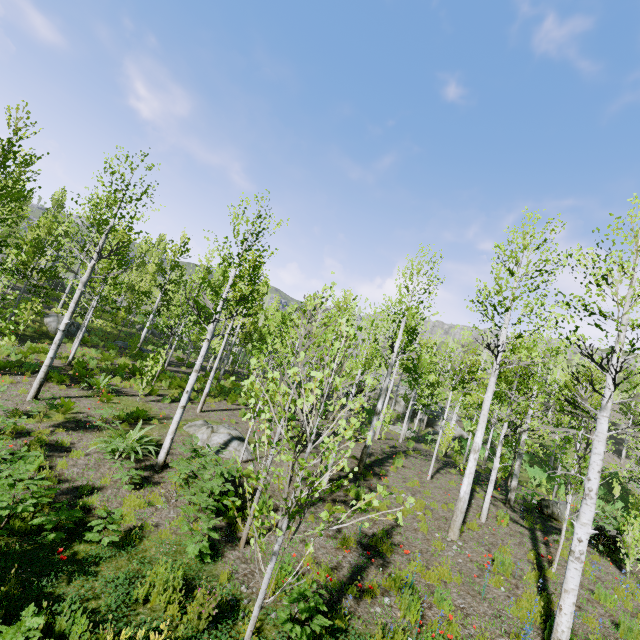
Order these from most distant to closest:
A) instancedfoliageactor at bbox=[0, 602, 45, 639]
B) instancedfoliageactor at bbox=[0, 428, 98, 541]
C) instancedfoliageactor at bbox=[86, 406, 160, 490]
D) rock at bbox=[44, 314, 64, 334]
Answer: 1. rock at bbox=[44, 314, 64, 334]
2. instancedfoliageactor at bbox=[86, 406, 160, 490]
3. instancedfoliageactor at bbox=[0, 428, 98, 541]
4. instancedfoliageactor at bbox=[0, 602, 45, 639]

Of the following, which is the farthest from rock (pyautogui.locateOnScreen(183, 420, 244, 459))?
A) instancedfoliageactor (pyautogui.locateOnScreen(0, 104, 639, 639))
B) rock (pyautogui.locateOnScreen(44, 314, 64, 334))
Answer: rock (pyautogui.locateOnScreen(44, 314, 64, 334))

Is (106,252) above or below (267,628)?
above

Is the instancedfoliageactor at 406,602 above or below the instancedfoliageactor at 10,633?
above

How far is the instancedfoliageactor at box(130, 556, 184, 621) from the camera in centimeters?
483cm

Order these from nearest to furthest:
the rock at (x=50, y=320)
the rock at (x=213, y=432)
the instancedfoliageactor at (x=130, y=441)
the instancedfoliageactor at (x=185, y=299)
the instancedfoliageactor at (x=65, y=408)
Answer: the instancedfoliageactor at (x=185, y=299)
the instancedfoliageactor at (x=130, y=441)
the instancedfoliageactor at (x=65, y=408)
the rock at (x=213, y=432)
the rock at (x=50, y=320)

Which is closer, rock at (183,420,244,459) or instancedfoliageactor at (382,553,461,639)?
instancedfoliageactor at (382,553,461,639)

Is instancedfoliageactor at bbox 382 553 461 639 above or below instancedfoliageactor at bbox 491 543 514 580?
below
